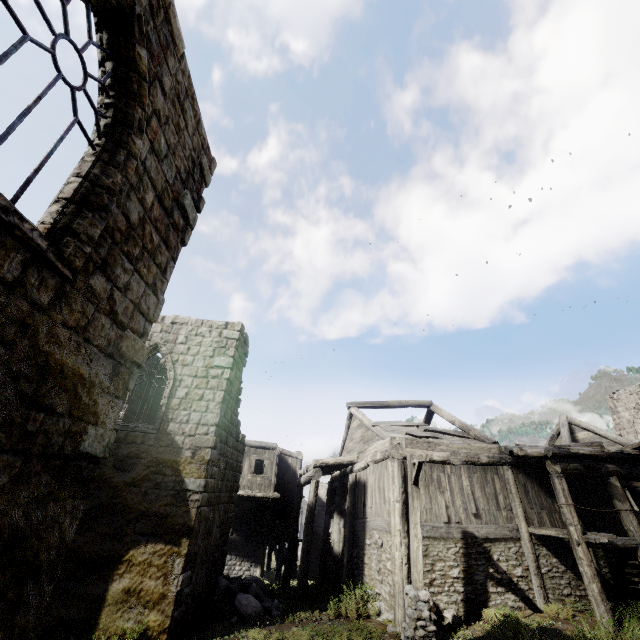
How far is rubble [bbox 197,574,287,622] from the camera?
11.05m

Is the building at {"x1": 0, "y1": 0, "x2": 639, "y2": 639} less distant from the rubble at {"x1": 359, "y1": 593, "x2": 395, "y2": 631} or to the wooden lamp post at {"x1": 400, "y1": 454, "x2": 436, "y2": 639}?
the rubble at {"x1": 359, "y1": 593, "x2": 395, "y2": 631}

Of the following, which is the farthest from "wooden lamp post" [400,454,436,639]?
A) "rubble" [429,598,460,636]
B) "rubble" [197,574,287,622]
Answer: "rubble" [197,574,287,622]

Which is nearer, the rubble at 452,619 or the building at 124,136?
the building at 124,136

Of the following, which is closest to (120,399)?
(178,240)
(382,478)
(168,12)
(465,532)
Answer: (178,240)

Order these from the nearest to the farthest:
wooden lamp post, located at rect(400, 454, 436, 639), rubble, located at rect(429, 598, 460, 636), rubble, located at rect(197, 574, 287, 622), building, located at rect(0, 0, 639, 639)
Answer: building, located at rect(0, 0, 639, 639), wooden lamp post, located at rect(400, 454, 436, 639), rubble, located at rect(429, 598, 460, 636), rubble, located at rect(197, 574, 287, 622)

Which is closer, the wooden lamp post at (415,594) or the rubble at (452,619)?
the wooden lamp post at (415,594)

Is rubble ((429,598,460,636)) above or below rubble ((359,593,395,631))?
above
